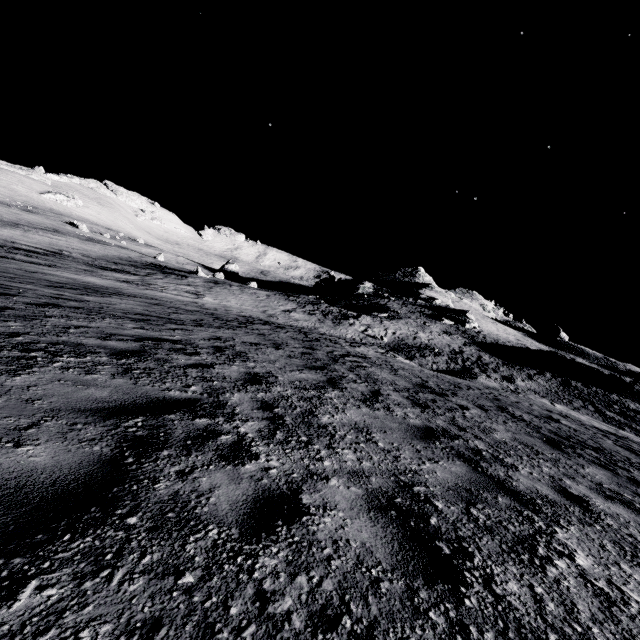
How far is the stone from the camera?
49.5 meters

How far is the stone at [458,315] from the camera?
49.5 meters

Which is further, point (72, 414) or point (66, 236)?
point (66, 236)
